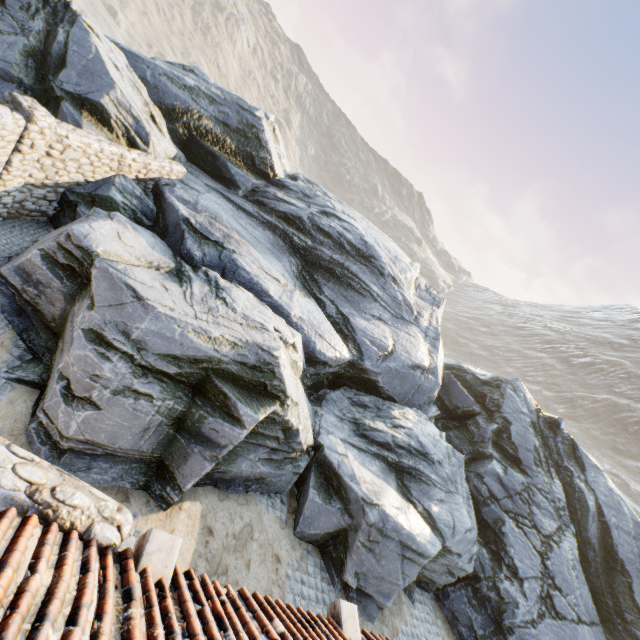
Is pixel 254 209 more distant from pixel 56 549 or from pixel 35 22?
pixel 56 549

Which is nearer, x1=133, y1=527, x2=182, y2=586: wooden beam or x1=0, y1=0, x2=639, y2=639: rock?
x1=133, y1=527, x2=182, y2=586: wooden beam

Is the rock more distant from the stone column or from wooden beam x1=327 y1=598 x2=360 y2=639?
wooden beam x1=327 y1=598 x2=360 y2=639

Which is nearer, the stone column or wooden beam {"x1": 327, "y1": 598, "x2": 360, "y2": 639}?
wooden beam {"x1": 327, "y1": 598, "x2": 360, "y2": 639}

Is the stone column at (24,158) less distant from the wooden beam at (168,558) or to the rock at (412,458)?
the rock at (412,458)

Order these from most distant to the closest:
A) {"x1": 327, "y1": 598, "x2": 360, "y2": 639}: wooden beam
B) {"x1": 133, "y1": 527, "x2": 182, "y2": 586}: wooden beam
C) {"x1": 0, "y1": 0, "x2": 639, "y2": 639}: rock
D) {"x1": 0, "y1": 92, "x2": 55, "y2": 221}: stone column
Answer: {"x1": 0, "y1": 92, "x2": 55, "y2": 221}: stone column, {"x1": 0, "y1": 0, "x2": 639, "y2": 639}: rock, {"x1": 327, "y1": 598, "x2": 360, "y2": 639}: wooden beam, {"x1": 133, "y1": 527, "x2": 182, "y2": 586}: wooden beam

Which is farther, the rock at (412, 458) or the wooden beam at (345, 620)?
the rock at (412, 458)
